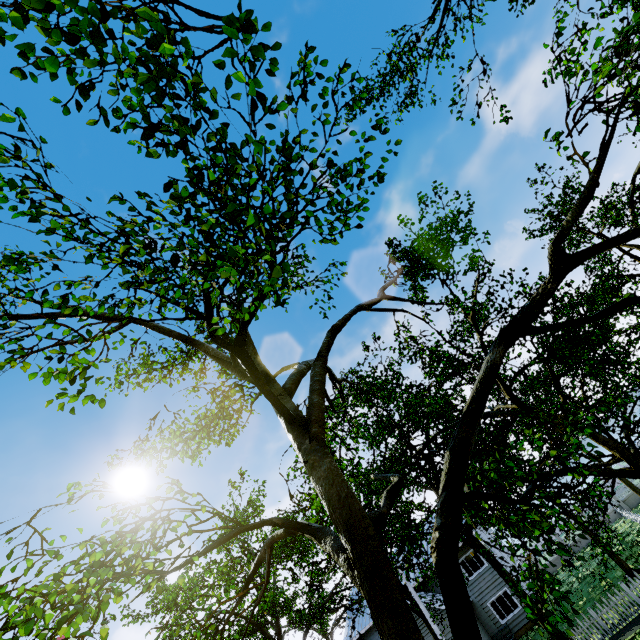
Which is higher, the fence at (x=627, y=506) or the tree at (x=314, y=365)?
the tree at (x=314, y=365)

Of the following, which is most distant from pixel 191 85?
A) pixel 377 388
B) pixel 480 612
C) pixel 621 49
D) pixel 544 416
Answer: pixel 480 612

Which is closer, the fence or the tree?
the tree

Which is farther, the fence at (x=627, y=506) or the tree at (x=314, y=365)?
the fence at (x=627, y=506)

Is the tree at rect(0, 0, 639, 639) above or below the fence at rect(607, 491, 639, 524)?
above
